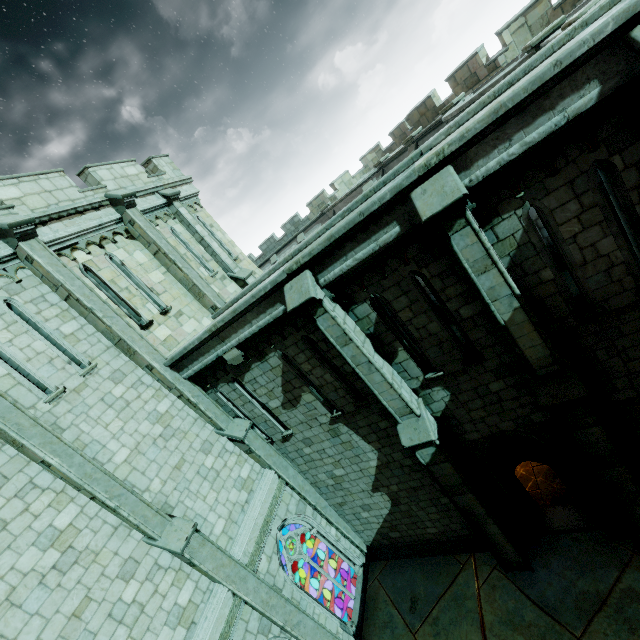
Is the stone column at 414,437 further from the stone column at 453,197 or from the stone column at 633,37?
the stone column at 633,37

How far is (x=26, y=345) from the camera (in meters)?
7.73

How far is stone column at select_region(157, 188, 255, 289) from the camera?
13.43m

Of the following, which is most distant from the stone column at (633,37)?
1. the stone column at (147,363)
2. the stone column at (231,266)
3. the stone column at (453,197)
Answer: the stone column at (231,266)

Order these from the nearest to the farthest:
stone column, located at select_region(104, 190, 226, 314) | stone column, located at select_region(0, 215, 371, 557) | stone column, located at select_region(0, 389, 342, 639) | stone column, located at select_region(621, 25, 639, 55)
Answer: stone column, located at select_region(621, 25, 639, 55)
stone column, located at select_region(0, 389, 342, 639)
stone column, located at select_region(0, 215, 371, 557)
stone column, located at select_region(104, 190, 226, 314)

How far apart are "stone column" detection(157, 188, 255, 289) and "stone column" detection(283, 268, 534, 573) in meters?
7.3

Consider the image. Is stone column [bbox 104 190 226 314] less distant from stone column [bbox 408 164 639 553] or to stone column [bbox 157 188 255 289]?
stone column [bbox 157 188 255 289]

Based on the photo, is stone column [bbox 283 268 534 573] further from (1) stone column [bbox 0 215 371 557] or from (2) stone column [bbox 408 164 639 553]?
(1) stone column [bbox 0 215 371 557]
